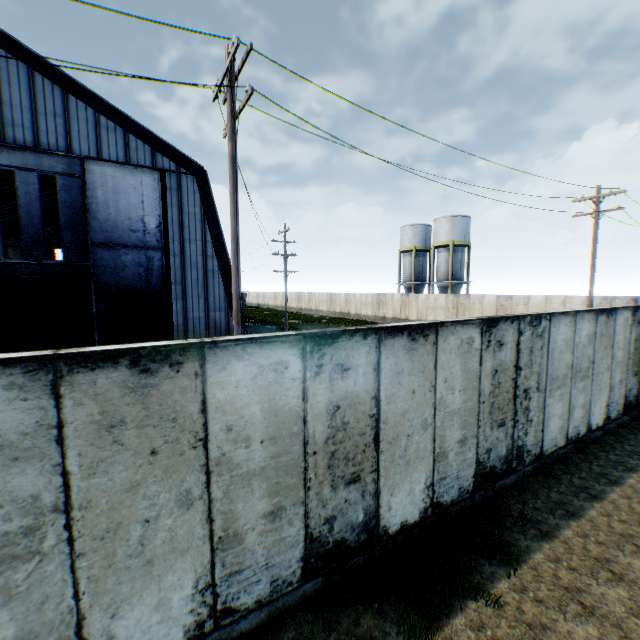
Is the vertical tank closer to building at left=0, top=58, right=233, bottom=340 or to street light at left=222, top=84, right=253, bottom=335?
building at left=0, top=58, right=233, bottom=340

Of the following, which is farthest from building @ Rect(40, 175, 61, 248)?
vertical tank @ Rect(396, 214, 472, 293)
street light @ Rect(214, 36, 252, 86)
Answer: vertical tank @ Rect(396, 214, 472, 293)

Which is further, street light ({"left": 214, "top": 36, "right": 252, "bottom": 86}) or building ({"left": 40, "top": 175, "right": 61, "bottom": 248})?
building ({"left": 40, "top": 175, "right": 61, "bottom": 248})

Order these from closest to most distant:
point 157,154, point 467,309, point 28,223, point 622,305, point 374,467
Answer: → point 374,467 < point 622,305 < point 28,223 < point 157,154 < point 467,309

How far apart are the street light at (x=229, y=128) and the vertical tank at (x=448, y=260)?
33.3m

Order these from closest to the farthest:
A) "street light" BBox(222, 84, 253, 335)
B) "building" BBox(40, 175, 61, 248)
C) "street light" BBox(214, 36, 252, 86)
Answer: "street light" BBox(214, 36, 252, 86)
"street light" BBox(222, 84, 253, 335)
"building" BBox(40, 175, 61, 248)

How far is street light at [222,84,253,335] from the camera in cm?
751
